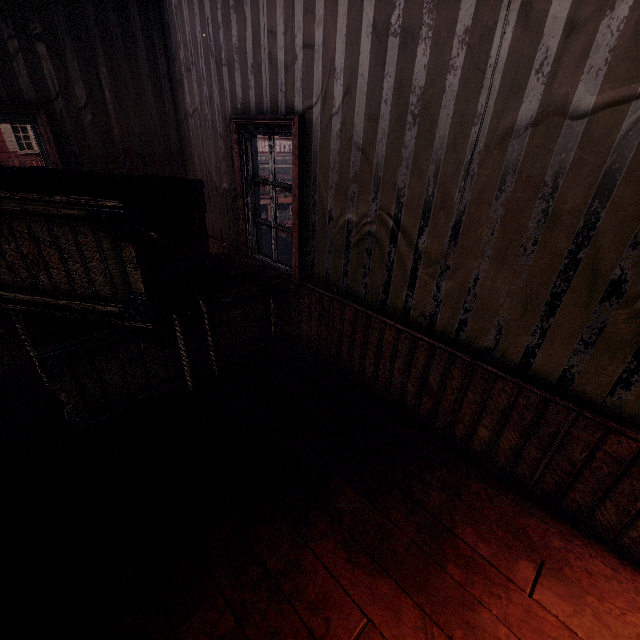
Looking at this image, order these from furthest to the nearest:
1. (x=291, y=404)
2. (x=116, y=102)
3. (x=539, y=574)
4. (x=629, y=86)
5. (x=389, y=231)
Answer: (x=116, y=102)
(x=291, y=404)
(x=389, y=231)
(x=539, y=574)
(x=629, y=86)
